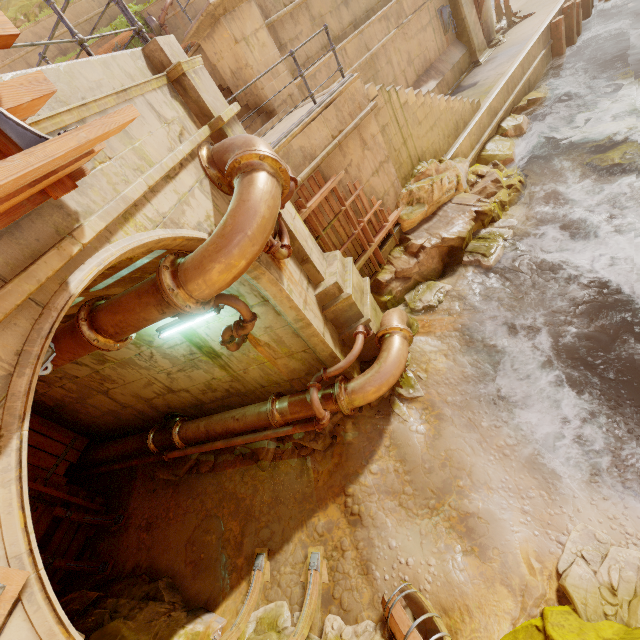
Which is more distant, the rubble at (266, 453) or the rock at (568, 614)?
the rubble at (266, 453)

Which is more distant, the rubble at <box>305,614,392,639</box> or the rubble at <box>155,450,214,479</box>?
the rubble at <box>155,450,214,479</box>

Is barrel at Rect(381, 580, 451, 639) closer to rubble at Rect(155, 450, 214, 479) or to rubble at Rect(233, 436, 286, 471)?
rubble at Rect(233, 436, 286, 471)

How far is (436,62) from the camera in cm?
1309

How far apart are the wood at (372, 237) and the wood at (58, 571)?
7.7m

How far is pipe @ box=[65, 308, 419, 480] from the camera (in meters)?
5.67

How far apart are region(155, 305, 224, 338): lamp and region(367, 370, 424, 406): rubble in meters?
3.2 m

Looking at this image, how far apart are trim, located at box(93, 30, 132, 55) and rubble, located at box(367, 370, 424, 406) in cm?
1472
